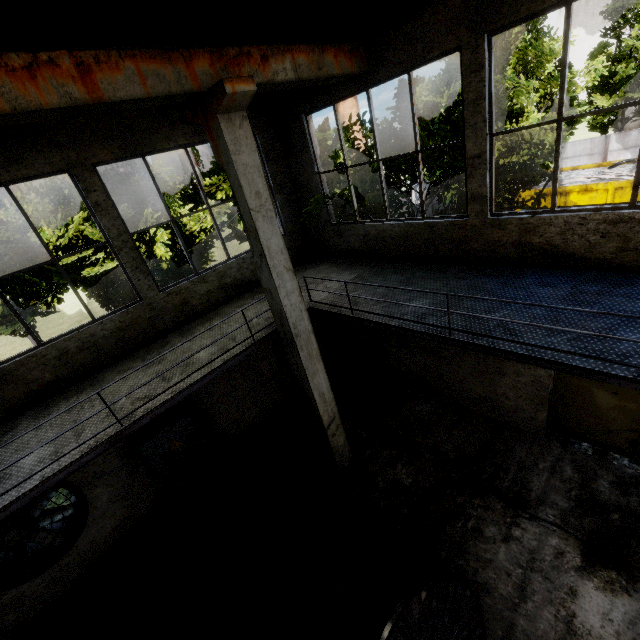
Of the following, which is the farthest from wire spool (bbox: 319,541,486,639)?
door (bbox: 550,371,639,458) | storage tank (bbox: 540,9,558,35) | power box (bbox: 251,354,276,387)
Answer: storage tank (bbox: 540,9,558,35)

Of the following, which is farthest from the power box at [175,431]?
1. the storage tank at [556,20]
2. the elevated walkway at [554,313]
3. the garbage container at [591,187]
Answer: the storage tank at [556,20]

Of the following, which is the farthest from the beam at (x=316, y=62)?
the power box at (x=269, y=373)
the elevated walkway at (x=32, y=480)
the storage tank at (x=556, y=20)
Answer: the storage tank at (x=556, y=20)

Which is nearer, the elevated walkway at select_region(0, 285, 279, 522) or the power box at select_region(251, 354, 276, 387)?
the elevated walkway at select_region(0, 285, 279, 522)

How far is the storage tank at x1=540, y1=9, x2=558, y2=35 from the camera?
41.4m

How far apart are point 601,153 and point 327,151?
16.90m

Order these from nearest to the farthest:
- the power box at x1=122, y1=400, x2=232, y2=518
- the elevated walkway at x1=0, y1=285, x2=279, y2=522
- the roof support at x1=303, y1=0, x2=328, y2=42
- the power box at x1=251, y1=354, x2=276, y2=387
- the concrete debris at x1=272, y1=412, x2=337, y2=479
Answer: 1. the elevated walkway at x1=0, y1=285, x2=279, y2=522
2. the roof support at x1=303, y1=0, x2=328, y2=42
3. the power box at x1=122, y1=400, x2=232, y2=518
4. the concrete debris at x1=272, y1=412, x2=337, y2=479
5. the power box at x1=251, y1=354, x2=276, y2=387

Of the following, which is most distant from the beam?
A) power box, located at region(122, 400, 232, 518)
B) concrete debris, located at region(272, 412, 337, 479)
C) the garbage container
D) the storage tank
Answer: the storage tank
